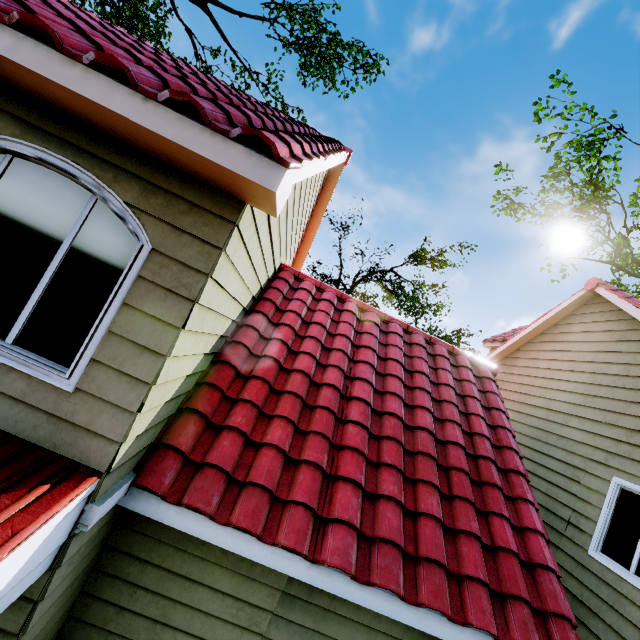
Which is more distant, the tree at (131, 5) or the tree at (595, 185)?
the tree at (595, 185)

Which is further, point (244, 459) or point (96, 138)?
point (244, 459)

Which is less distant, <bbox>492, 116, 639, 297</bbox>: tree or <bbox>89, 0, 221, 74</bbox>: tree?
<bbox>89, 0, 221, 74</bbox>: tree
